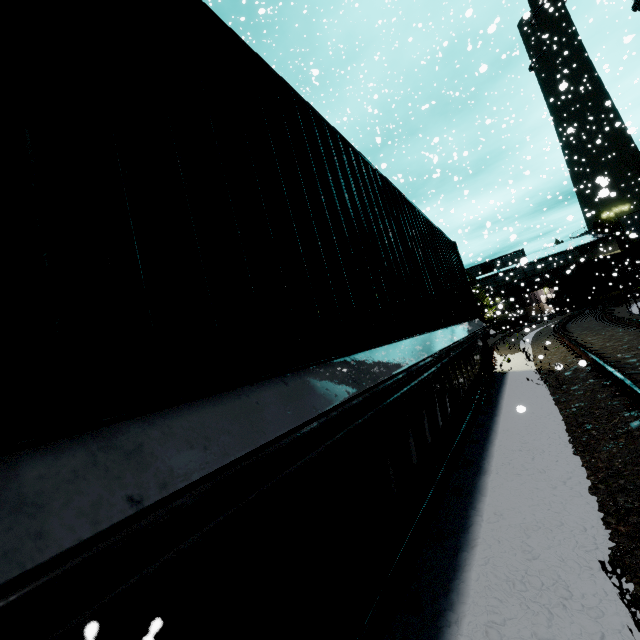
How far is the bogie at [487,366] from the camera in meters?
7.1 m

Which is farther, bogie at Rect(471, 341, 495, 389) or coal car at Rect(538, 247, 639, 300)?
coal car at Rect(538, 247, 639, 300)

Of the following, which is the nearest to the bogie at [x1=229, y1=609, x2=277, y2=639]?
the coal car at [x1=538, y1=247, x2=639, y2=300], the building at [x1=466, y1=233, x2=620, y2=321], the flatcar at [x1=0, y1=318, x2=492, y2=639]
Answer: the flatcar at [x1=0, y1=318, x2=492, y2=639]

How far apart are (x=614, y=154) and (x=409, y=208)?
33.9m

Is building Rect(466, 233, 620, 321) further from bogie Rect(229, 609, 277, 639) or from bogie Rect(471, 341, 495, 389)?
bogie Rect(471, 341, 495, 389)

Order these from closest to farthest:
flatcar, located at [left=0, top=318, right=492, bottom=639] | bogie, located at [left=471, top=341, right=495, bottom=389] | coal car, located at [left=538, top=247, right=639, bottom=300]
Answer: flatcar, located at [left=0, top=318, right=492, bottom=639]
bogie, located at [left=471, top=341, right=495, bottom=389]
coal car, located at [left=538, top=247, right=639, bottom=300]

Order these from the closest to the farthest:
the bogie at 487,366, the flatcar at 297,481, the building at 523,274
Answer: the flatcar at 297,481
the bogie at 487,366
the building at 523,274

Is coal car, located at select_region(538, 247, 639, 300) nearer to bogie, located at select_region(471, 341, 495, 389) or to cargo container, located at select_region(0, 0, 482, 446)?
cargo container, located at select_region(0, 0, 482, 446)
